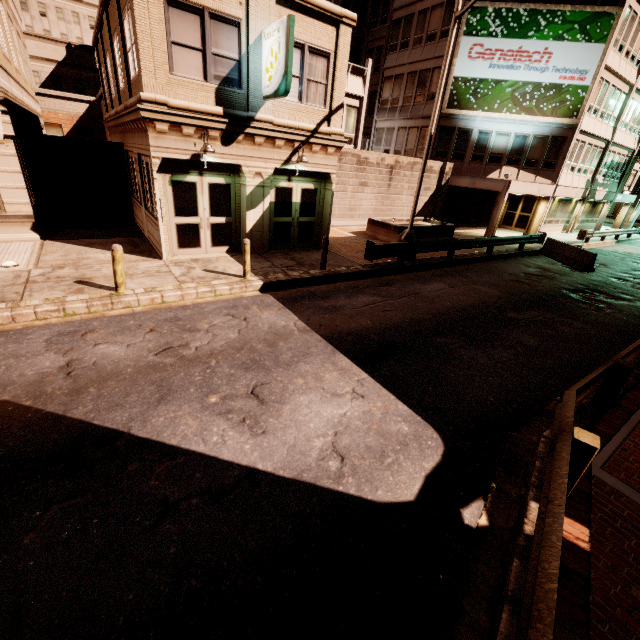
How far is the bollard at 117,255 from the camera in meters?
8.0

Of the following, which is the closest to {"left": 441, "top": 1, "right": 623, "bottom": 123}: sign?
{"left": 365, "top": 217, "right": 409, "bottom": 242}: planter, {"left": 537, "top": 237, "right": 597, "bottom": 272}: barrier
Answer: {"left": 365, "top": 217, "right": 409, "bottom": 242}: planter

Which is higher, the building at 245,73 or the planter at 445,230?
the building at 245,73

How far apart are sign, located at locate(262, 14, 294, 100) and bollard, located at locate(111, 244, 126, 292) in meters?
6.5

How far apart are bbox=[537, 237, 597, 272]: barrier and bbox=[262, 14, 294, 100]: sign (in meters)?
16.39

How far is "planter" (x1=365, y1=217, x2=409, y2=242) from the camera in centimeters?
1716cm

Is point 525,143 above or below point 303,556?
above

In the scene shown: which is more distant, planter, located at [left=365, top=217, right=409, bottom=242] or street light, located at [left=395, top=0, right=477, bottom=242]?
planter, located at [left=365, top=217, right=409, bottom=242]
